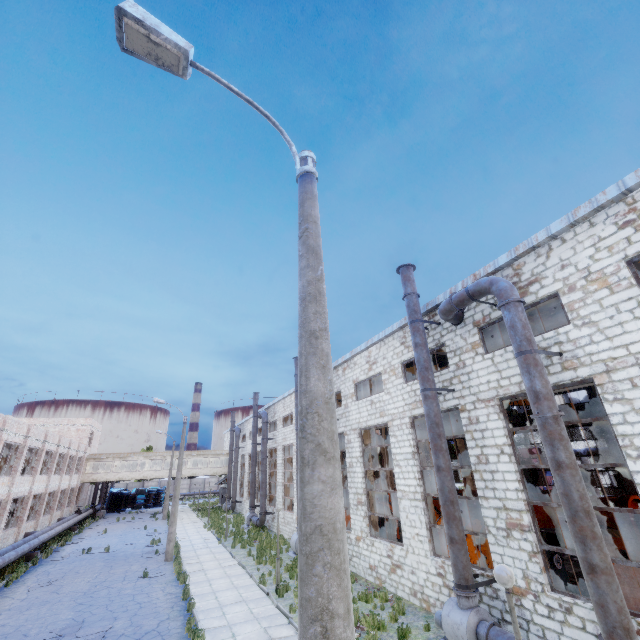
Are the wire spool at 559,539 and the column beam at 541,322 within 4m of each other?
no

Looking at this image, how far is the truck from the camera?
48.72m

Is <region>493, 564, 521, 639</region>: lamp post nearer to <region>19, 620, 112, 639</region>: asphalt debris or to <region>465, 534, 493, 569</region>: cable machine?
<region>465, 534, 493, 569</region>: cable machine

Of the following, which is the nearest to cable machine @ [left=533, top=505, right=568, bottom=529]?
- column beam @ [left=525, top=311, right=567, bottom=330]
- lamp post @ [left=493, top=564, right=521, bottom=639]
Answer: column beam @ [left=525, top=311, right=567, bottom=330]

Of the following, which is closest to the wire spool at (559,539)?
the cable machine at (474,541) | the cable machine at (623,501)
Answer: the cable machine at (623,501)

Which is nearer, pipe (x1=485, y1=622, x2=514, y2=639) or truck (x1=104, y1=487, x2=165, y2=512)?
pipe (x1=485, y1=622, x2=514, y2=639)

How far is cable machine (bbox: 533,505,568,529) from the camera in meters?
20.2 m

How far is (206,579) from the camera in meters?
16.7 m
